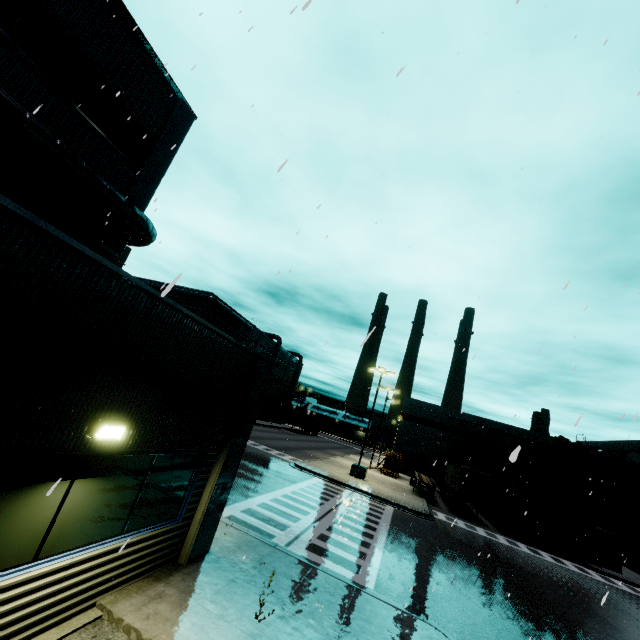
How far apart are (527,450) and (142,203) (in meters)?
39.85

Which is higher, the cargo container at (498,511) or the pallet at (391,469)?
the cargo container at (498,511)

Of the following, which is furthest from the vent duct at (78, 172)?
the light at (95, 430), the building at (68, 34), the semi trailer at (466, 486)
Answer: the semi trailer at (466, 486)

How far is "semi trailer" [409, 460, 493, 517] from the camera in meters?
27.4 m

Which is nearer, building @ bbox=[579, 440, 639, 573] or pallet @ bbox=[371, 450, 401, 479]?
building @ bbox=[579, 440, 639, 573]

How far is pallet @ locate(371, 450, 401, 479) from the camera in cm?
3775

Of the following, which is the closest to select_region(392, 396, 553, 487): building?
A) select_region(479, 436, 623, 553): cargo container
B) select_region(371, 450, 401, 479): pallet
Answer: select_region(371, 450, 401, 479): pallet
